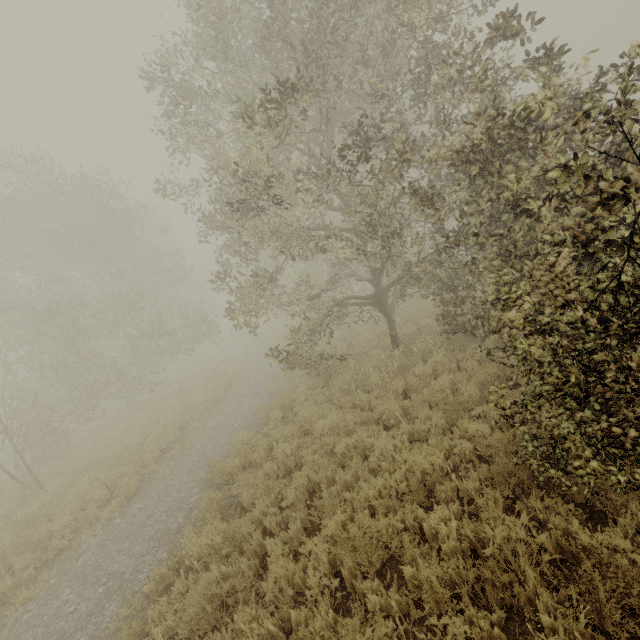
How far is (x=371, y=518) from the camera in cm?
519
